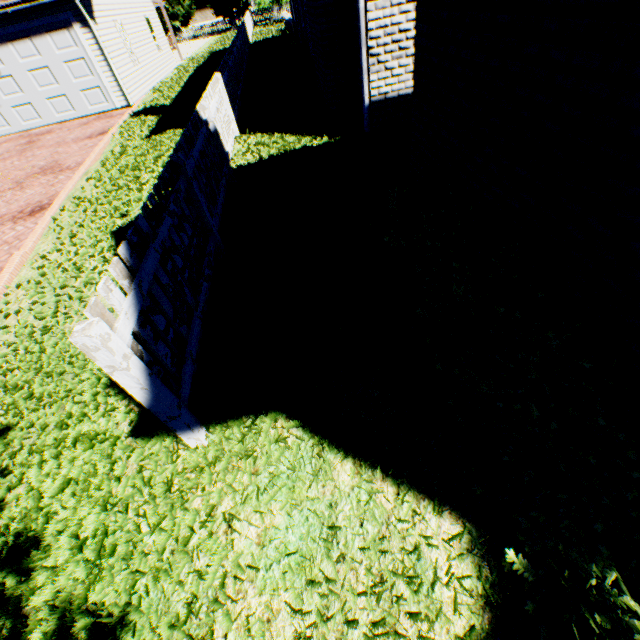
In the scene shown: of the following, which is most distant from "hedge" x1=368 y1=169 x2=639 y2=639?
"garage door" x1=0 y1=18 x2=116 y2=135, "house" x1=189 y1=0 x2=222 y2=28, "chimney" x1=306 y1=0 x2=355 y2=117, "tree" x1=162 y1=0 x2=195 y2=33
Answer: "house" x1=189 y1=0 x2=222 y2=28

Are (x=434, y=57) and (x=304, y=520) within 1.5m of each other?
no

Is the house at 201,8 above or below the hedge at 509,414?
above

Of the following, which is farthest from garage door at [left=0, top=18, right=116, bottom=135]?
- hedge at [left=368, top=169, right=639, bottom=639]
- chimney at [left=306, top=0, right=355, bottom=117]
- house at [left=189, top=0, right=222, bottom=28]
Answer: house at [left=189, top=0, right=222, bottom=28]

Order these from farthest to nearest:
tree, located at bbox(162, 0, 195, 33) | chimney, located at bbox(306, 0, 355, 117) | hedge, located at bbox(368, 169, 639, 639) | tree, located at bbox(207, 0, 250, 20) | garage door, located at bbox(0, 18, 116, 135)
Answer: tree, located at bbox(207, 0, 250, 20)
tree, located at bbox(162, 0, 195, 33)
garage door, located at bbox(0, 18, 116, 135)
chimney, located at bbox(306, 0, 355, 117)
hedge, located at bbox(368, 169, 639, 639)

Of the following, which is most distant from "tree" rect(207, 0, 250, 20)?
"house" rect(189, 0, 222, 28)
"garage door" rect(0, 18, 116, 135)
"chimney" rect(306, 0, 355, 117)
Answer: "garage door" rect(0, 18, 116, 135)

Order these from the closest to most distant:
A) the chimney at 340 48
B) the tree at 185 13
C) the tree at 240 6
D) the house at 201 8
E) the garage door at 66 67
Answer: the chimney at 340 48 < the garage door at 66 67 < the tree at 185 13 < the tree at 240 6 < the house at 201 8

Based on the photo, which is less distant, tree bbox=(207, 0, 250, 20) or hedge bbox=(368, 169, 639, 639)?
hedge bbox=(368, 169, 639, 639)
